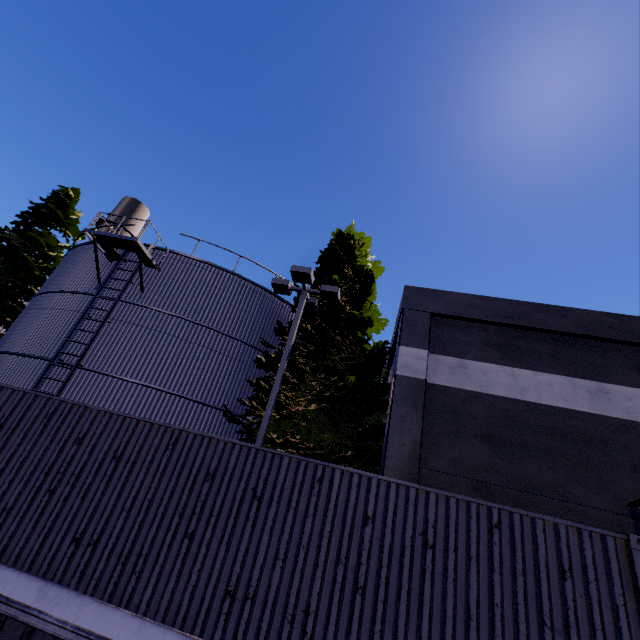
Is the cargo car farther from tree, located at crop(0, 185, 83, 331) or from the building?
tree, located at crop(0, 185, 83, 331)

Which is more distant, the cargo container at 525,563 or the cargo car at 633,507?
the cargo car at 633,507

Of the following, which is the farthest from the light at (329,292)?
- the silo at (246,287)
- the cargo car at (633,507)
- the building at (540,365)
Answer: the cargo car at (633,507)

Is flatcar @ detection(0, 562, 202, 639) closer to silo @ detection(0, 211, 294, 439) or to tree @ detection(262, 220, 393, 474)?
silo @ detection(0, 211, 294, 439)

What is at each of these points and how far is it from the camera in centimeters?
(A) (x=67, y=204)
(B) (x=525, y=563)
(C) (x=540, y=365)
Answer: (A) tree, 2092cm
(B) cargo container, 419cm
(C) building, 1015cm

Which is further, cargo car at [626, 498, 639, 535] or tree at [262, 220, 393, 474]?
Answer: tree at [262, 220, 393, 474]

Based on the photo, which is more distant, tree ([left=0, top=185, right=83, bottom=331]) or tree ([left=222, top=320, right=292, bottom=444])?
tree ([left=0, top=185, right=83, bottom=331])

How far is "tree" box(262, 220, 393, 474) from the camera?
10.8m
